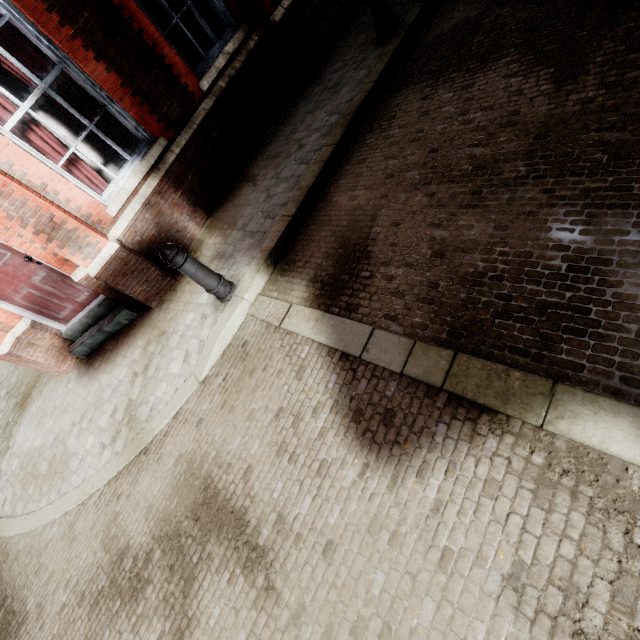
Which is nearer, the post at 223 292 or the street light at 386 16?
the post at 223 292

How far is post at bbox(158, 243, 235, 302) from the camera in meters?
3.5

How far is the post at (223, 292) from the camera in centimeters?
349cm

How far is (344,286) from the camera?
3.3 meters

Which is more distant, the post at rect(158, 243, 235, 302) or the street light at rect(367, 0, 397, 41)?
the street light at rect(367, 0, 397, 41)
